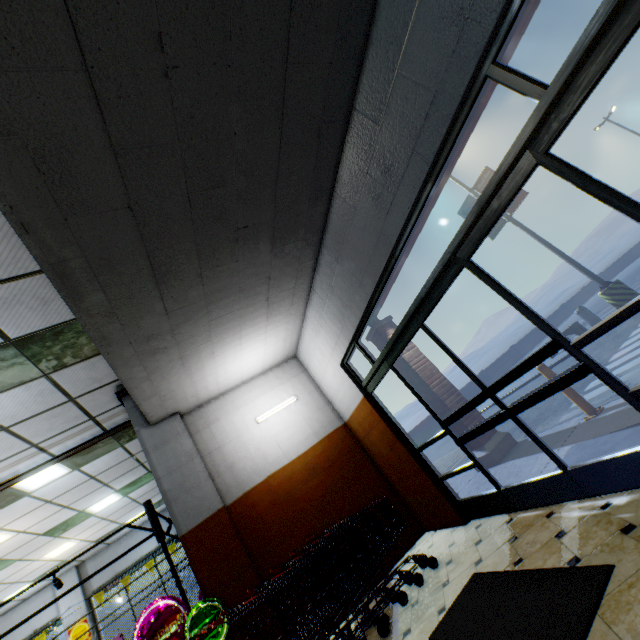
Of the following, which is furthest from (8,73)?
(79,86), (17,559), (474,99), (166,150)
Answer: (17,559)

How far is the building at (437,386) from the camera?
6.6m

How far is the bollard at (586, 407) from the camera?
4.54m

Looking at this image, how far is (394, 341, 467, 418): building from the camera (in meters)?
6.62

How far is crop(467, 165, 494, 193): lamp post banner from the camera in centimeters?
1290cm

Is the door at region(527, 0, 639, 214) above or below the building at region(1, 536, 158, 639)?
below

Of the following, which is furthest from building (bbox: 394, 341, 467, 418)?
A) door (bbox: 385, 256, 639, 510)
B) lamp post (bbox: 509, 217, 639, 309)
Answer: lamp post (bbox: 509, 217, 639, 309)

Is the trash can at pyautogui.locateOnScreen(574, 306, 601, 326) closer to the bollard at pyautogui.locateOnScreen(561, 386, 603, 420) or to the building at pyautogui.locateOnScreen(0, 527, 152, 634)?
the building at pyautogui.locateOnScreen(0, 527, 152, 634)
